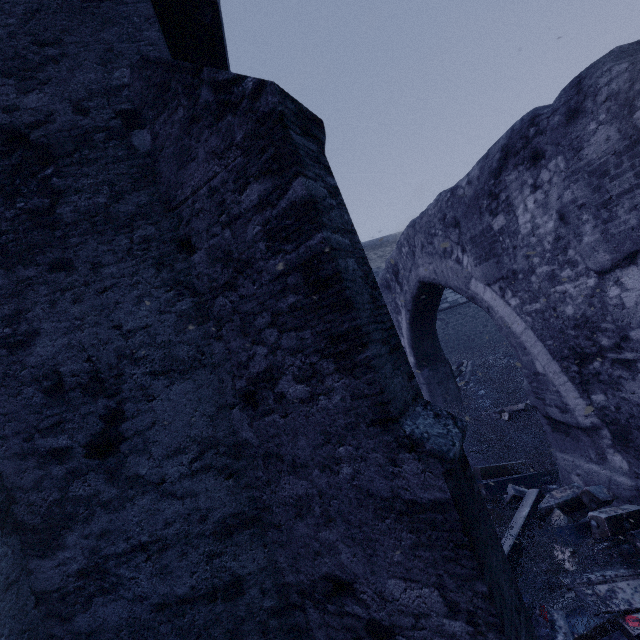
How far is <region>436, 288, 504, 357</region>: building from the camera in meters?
→ 16.5 m

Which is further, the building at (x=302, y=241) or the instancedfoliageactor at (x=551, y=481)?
the instancedfoliageactor at (x=551, y=481)

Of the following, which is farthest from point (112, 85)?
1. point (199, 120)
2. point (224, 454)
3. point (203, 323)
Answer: point (224, 454)

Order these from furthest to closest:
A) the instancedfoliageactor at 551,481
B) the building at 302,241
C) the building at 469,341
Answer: the building at 469,341
the instancedfoliageactor at 551,481
the building at 302,241

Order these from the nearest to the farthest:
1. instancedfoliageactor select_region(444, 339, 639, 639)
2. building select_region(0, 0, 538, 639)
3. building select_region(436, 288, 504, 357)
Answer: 1. building select_region(0, 0, 538, 639)
2. instancedfoliageactor select_region(444, 339, 639, 639)
3. building select_region(436, 288, 504, 357)

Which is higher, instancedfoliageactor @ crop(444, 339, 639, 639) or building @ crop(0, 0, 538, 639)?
building @ crop(0, 0, 538, 639)

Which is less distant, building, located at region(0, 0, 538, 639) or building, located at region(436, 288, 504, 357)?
building, located at region(0, 0, 538, 639)
